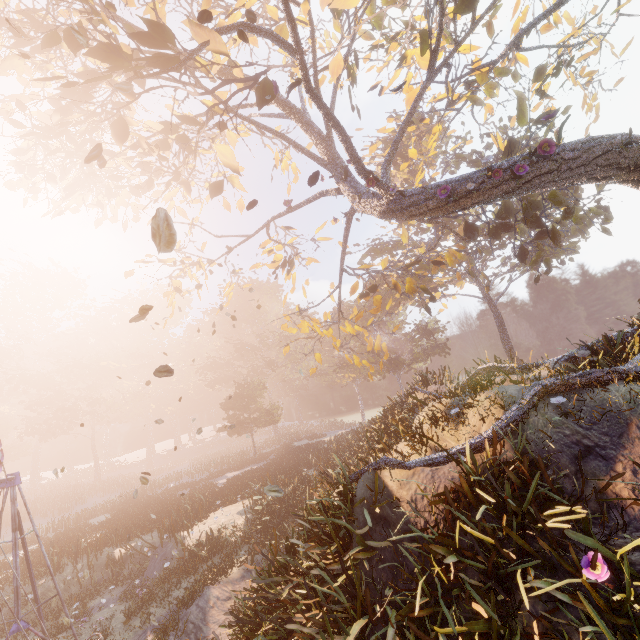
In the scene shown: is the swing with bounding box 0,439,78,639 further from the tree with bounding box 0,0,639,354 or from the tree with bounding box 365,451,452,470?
the tree with bounding box 0,0,639,354

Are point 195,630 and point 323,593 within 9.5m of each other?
yes

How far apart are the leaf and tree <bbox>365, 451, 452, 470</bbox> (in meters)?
5.52

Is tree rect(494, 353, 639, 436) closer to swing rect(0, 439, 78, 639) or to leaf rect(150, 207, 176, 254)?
leaf rect(150, 207, 176, 254)

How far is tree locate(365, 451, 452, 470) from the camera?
6.4 meters

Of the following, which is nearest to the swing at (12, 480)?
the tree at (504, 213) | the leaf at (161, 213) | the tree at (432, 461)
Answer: the leaf at (161, 213)

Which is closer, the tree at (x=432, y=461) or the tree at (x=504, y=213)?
the tree at (x=432, y=461)

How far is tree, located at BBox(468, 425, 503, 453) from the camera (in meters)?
6.34
